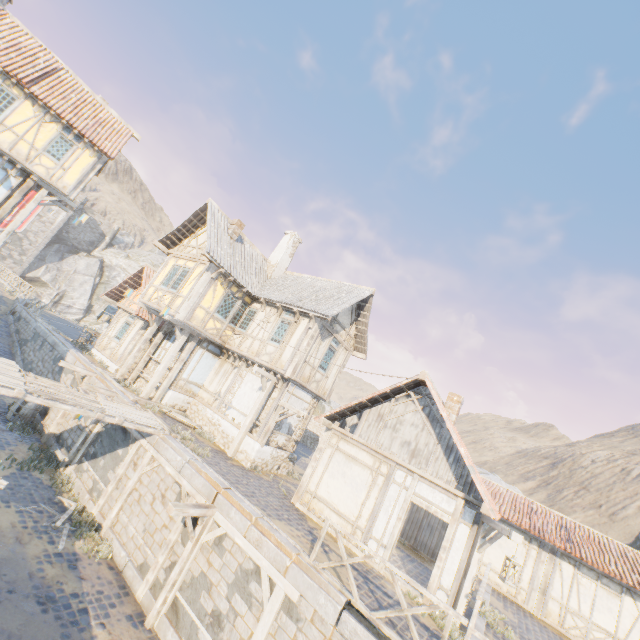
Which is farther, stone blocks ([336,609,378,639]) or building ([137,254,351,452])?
building ([137,254,351,452])

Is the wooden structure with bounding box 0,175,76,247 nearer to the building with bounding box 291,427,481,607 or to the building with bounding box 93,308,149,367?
the building with bounding box 93,308,149,367

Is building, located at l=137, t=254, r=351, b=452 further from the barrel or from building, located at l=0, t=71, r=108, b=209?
building, located at l=0, t=71, r=108, b=209

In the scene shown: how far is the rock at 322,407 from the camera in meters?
39.7

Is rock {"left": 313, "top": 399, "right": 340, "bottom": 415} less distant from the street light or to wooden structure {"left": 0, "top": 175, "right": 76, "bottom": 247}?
Result: wooden structure {"left": 0, "top": 175, "right": 76, "bottom": 247}

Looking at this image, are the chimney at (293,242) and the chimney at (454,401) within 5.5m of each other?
no

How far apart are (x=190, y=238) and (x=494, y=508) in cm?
1759

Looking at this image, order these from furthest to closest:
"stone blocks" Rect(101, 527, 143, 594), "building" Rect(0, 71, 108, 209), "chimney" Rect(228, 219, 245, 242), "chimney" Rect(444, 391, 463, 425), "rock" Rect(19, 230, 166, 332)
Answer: "rock" Rect(19, 230, 166, 332) → "chimney" Rect(228, 219, 245, 242) → "building" Rect(0, 71, 108, 209) → "chimney" Rect(444, 391, 463, 425) → "stone blocks" Rect(101, 527, 143, 594)
